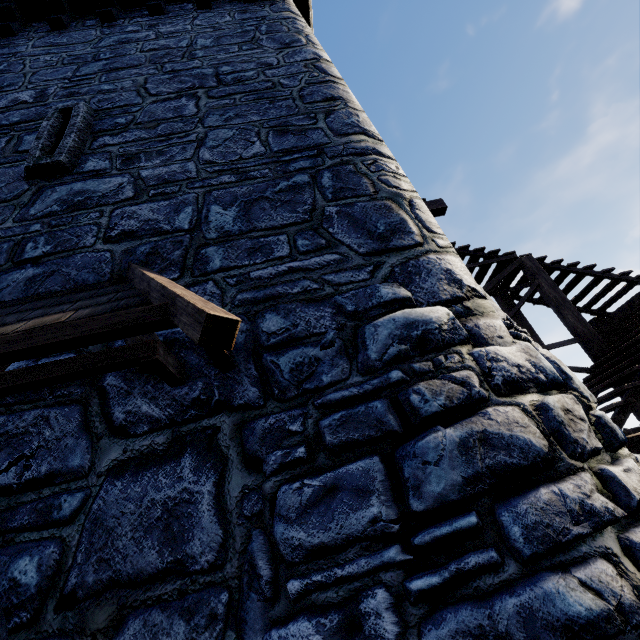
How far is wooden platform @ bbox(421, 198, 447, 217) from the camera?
7.7 meters

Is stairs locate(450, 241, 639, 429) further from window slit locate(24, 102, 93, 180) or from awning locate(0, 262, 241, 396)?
window slit locate(24, 102, 93, 180)

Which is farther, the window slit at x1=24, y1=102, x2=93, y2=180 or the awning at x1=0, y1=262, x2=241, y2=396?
the window slit at x1=24, y1=102, x2=93, y2=180

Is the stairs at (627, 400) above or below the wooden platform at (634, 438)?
above

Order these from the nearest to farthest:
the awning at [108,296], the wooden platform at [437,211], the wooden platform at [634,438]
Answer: the awning at [108,296], the wooden platform at [634,438], the wooden platform at [437,211]

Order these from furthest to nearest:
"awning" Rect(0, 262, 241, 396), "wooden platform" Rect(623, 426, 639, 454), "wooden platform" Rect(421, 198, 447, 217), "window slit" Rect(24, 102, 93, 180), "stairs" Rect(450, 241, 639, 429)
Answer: "wooden platform" Rect(421, 198, 447, 217) → "stairs" Rect(450, 241, 639, 429) → "window slit" Rect(24, 102, 93, 180) → "wooden platform" Rect(623, 426, 639, 454) → "awning" Rect(0, 262, 241, 396)

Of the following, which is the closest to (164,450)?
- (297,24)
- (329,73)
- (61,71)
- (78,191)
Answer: (78,191)

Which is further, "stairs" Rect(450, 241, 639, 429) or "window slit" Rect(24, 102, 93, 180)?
"stairs" Rect(450, 241, 639, 429)
